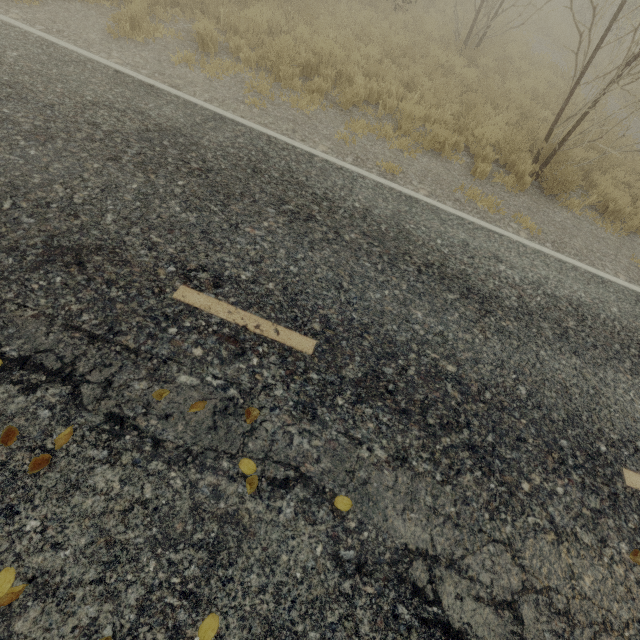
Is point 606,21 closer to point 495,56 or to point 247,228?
point 495,56

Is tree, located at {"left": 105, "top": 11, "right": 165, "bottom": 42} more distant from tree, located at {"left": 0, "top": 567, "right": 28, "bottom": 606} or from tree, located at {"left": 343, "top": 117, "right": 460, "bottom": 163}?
tree, located at {"left": 0, "top": 567, "right": 28, "bottom": 606}

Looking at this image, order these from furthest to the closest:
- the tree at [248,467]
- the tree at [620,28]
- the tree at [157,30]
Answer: the tree at [157,30]
the tree at [620,28]
the tree at [248,467]

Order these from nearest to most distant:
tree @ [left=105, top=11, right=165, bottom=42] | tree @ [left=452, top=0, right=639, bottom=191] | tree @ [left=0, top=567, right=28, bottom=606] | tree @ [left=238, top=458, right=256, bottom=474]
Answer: tree @ [left=0, top=567, right=28, bottom=606] → tree @ [left=238, top=458, right=256, bottom=474] → tree @ [left=452, top=0, right=639, bottom=191] → tree @ [left=105, top=11, right=165, bottom=42]

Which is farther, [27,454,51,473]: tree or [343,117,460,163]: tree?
[343,117,460,163]: tree

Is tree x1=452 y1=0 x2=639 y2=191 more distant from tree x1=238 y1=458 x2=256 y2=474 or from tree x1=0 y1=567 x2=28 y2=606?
tree x1=0 y1=567 x2=28 y2=606

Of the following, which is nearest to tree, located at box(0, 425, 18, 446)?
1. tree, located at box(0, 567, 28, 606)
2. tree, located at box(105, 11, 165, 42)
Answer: tree, located at box(105, 11, 165, 42)

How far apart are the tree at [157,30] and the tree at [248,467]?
8.4 meters
